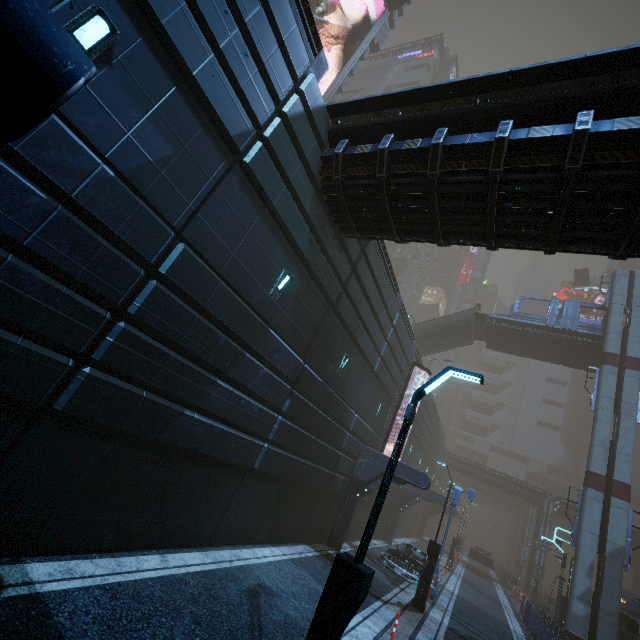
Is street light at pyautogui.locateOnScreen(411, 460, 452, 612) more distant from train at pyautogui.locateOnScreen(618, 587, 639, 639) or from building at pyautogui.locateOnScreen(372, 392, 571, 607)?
train at pyautogui.locateOnScreen(618, 587, 639, 639)

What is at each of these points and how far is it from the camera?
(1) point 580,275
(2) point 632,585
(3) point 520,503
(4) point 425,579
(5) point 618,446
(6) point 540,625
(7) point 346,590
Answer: (1) ambulance, 51.8m
(2) building, 46.3m
(3) building, 53.6m
(4) street light, 13.1m
(5) sm, 21.2m
(6) building, 16.8m
(7) street light, 4.2m

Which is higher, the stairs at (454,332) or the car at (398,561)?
the stairs at (454,332)

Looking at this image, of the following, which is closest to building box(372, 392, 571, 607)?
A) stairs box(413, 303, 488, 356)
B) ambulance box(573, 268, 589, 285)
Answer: stairs box(413, 303, 488, 356)

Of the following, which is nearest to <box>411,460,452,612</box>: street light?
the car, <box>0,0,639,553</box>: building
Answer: <box>0,0,639,553</box>: building

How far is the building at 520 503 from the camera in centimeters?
2486cm

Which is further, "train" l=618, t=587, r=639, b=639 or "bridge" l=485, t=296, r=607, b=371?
"bridge" l=485, t=296, r=607, b=371

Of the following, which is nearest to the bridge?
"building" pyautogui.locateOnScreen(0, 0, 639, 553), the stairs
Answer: the stairs
